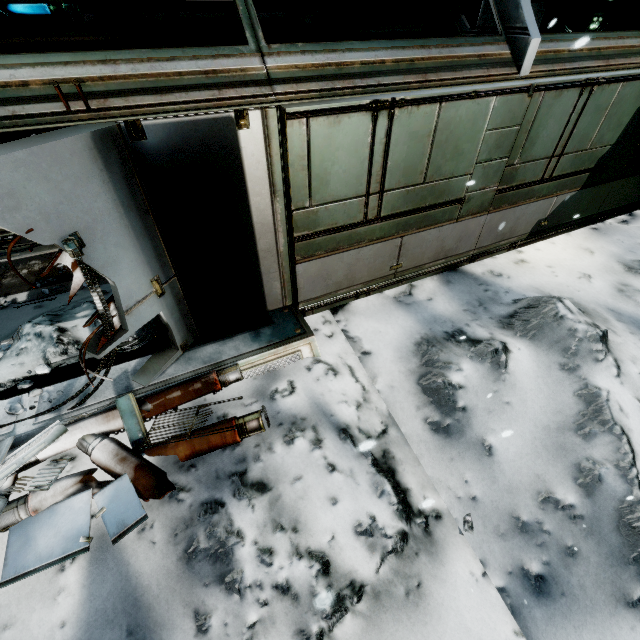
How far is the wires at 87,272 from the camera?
2.6m

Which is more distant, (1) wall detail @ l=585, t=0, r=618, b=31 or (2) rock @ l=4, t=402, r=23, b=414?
(1) wall detail @ l=585, t=0, r=618, b=31

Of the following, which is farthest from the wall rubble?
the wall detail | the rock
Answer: the wall detail

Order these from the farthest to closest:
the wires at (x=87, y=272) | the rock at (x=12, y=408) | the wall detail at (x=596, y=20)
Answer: the wall detail at (x=596, y=20), the rock at (x=12, y=408), the wires at (x=87, y=272)

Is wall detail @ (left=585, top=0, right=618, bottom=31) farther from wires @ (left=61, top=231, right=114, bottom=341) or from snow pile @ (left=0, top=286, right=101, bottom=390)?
wires @ (left=61, top=231, right=114, bottom=341)

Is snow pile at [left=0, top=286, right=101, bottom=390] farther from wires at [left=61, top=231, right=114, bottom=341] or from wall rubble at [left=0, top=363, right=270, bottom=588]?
wires at [left=61, top=231, right=114, bottom=341]

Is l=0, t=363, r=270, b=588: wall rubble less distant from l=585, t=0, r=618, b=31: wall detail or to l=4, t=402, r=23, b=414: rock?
l=4, t=402, r=23, b=414: rock

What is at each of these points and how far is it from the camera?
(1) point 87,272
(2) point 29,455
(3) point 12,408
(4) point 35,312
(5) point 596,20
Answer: (1) wires, 2.8 meters
(2) wall rubble, 3.4 meters
(3) rock, 3.7 meters
(4) snow pile, 5.6 meters
(5) wall detail, 8.5 meters
